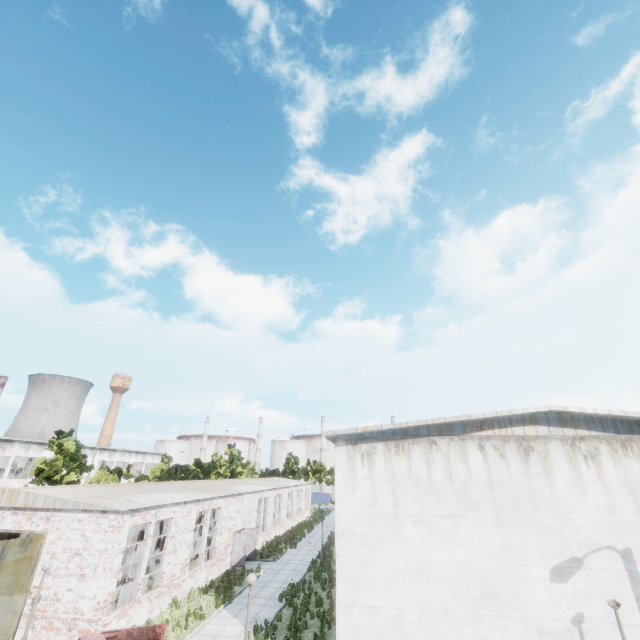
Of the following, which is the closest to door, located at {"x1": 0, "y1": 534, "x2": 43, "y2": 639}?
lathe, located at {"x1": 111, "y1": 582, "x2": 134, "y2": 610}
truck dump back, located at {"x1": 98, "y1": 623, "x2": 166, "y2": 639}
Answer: lathe, located at {"x1": 111, "y1": 582, "x2": 134, "y2": 610}

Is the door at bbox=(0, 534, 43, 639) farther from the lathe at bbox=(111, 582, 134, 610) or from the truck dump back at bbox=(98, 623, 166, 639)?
the truck dump back at bbox=(98, 623, 166, 639)

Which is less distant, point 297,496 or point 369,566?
point 369,566

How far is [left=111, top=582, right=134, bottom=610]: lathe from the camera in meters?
15.1 m

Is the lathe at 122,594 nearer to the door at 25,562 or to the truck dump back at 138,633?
the door at 25,562

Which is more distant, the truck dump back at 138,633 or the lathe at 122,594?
the lathe at 122,594
